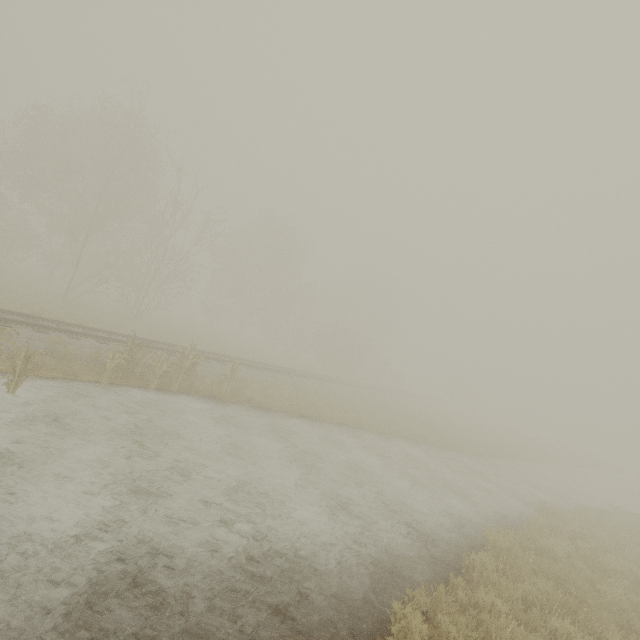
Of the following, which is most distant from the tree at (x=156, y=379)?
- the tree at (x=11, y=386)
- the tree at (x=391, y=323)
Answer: the tree at (x=391, y=323)

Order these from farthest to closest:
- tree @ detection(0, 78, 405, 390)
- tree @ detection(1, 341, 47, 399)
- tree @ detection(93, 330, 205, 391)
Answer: tree @ detection(0, 78, 405, 390) → tree @ detection(93, 330, 205, 391) → tree @ detection(1, 341, 47, 399)

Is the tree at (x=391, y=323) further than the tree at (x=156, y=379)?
Yes

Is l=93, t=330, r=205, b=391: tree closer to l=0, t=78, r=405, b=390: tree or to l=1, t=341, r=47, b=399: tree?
l=1, t=341, r=47, b=399: tree

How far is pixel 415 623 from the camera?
4.4 meters

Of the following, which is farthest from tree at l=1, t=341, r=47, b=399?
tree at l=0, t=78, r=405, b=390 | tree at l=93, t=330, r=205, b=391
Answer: tree at l=0, t=78, r=405, b=390
